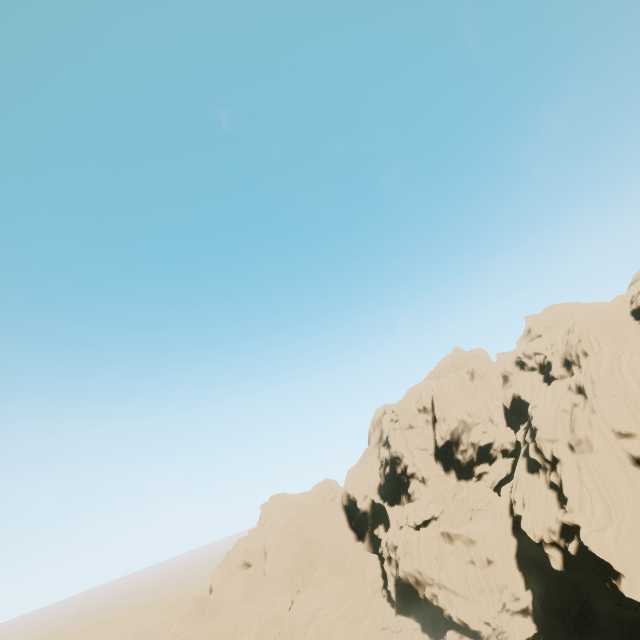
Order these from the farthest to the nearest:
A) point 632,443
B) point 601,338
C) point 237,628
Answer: point 237,628 < point 601,338 < point 632,443
